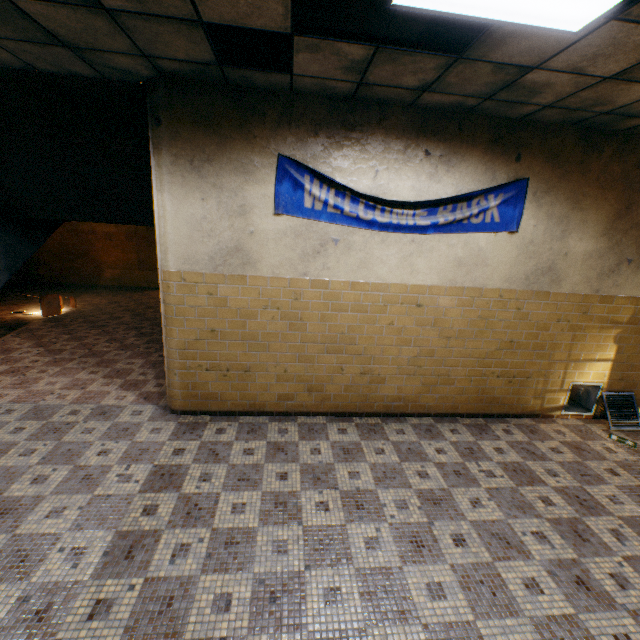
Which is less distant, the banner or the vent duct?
the banner

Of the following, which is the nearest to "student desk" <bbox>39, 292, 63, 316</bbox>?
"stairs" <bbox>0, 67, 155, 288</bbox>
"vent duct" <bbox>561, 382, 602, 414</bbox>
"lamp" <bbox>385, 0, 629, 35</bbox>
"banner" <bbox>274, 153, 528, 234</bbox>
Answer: "stairs" <bbox>0, 67, 155, 288</bbox>

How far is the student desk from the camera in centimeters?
789cm

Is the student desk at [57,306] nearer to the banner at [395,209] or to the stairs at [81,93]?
the stairs at [81,93]

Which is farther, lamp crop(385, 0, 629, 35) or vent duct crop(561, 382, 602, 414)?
vent duct crop(561, 382, 602, 414)

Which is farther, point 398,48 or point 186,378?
point 186,378

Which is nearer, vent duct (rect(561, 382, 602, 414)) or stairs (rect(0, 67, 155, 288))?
stairs (rect(0, 67, 155, 288))

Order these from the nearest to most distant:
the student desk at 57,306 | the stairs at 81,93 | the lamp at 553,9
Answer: the lamp at 553,9 → the stairs at 81,93 → the student desk at 57,306
